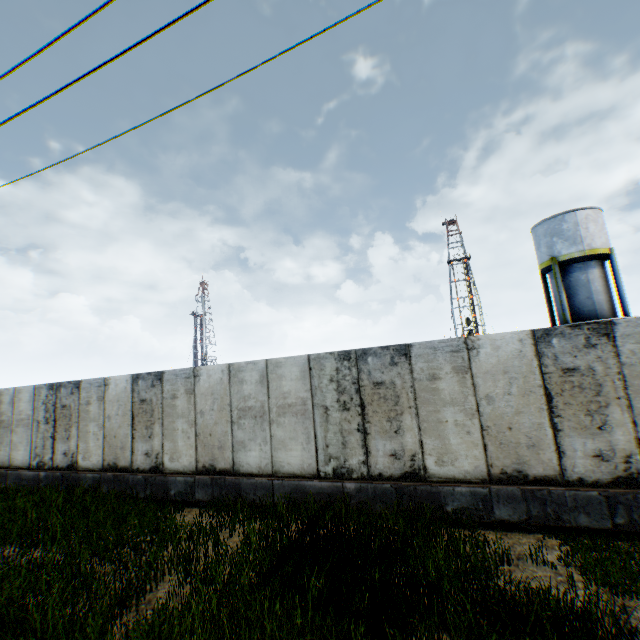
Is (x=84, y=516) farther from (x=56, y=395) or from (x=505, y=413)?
(x=505, y=413)
